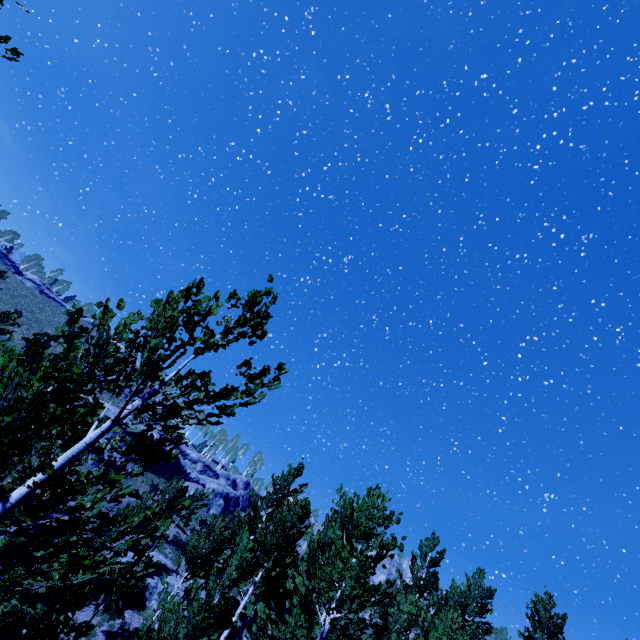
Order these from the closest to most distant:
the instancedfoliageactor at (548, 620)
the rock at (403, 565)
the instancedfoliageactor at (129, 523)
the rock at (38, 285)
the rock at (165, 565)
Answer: the instancedfoliageactor at (129, 523), the rock at (165, 565), the instancedfoliageactor at (548, 620), the rock at (403, 565), the rock at (38, 285)

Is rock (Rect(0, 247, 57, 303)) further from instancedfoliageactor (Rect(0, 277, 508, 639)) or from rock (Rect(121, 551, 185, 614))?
rock (Rect(121, 551, 185, 614))

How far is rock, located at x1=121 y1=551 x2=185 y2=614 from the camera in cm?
1820

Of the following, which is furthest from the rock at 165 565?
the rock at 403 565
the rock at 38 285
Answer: the rock at 38 285

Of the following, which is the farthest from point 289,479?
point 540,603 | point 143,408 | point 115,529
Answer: point 143,408

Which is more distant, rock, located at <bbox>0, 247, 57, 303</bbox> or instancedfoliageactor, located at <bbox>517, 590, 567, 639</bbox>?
rock, located at <bbox>0, 247, 57, 303</bbox>

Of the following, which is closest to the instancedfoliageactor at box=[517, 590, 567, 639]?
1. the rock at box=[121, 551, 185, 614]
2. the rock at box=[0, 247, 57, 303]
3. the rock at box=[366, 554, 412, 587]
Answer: the rock at box=[121, 551, 185, 614]

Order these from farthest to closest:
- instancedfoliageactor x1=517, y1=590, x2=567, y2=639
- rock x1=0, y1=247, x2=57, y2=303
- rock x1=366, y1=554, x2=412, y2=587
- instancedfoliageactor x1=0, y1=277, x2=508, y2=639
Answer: rock x1=0, y1=247, x2=57, y2=303 → rock x1=366, y1=554, x2=412, y2=587 → instancedfoliageactor x1=517, y1=590, x2=567, y2=639 → instancedfoliageactor x1=0, y1=277, x2=508, y2=639
